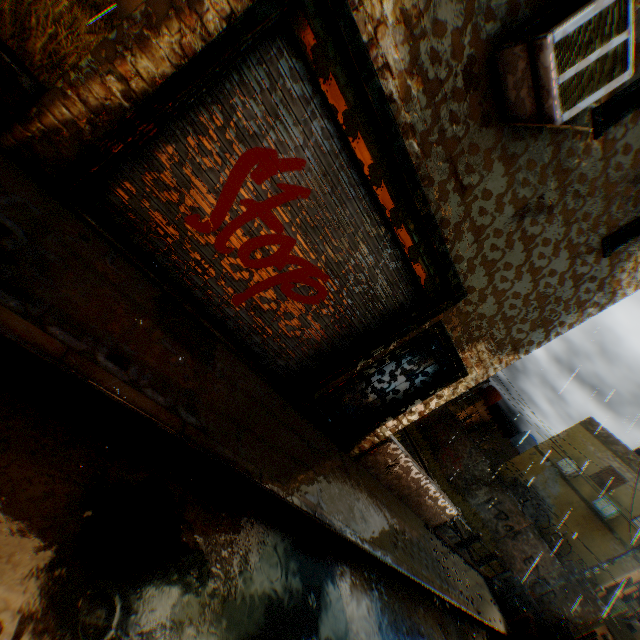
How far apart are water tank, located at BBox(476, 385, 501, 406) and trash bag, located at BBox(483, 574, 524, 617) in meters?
22.2 m

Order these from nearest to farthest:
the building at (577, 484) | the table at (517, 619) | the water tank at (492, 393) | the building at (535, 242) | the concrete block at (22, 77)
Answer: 1. the concrete block at (22, 77)
2. the building at (535, 242)
3. the table at (517, 619)
4. the building at (577, 484)
5. the water tank at (492, 393)

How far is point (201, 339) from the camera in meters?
4.1

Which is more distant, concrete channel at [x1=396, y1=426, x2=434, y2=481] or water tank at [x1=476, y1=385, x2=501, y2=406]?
water tank at [x1=476, y1=385, x2=501, y2=406]

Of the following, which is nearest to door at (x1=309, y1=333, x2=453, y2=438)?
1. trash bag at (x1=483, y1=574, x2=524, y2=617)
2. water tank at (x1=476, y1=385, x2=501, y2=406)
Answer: trash bag at (x1=483, y1=574, x2=524, y2=617)

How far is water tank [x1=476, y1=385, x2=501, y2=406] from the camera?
31.8 meters

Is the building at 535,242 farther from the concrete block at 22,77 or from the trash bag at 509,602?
the trash bag at 509,602

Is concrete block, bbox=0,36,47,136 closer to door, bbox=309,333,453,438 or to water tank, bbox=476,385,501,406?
door, bbox=309,333,453,438
